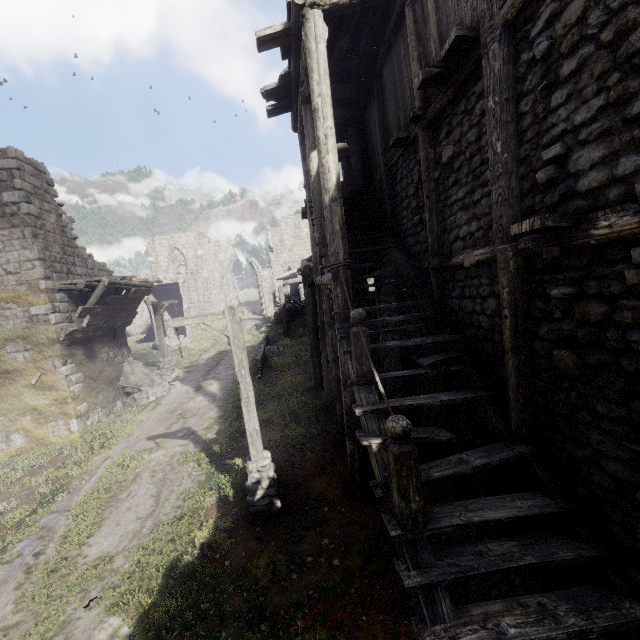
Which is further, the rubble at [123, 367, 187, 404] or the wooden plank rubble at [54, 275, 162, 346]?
the rubble at [123, 367, 187, 404]

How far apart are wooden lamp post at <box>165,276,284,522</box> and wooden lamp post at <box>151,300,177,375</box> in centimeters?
1321cm

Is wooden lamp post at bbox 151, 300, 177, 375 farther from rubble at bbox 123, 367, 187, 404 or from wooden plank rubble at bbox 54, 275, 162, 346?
wooden plank rubble at bbox 54, 275, 162, 346

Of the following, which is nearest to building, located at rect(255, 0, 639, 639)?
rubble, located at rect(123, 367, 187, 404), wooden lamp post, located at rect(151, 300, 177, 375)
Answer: rubble, located at rect(123, 367, 187, 404)

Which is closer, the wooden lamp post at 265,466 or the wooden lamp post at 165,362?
the wooden lamp post at 265,466

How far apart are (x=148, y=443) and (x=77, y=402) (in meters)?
4.09

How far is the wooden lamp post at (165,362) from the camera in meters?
19.5 m

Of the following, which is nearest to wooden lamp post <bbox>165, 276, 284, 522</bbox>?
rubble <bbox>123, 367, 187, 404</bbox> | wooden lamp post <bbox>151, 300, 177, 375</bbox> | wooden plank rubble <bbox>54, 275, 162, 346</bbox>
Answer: wooden plank rubble <bbox>54, 275, 162, 346</bbox>
